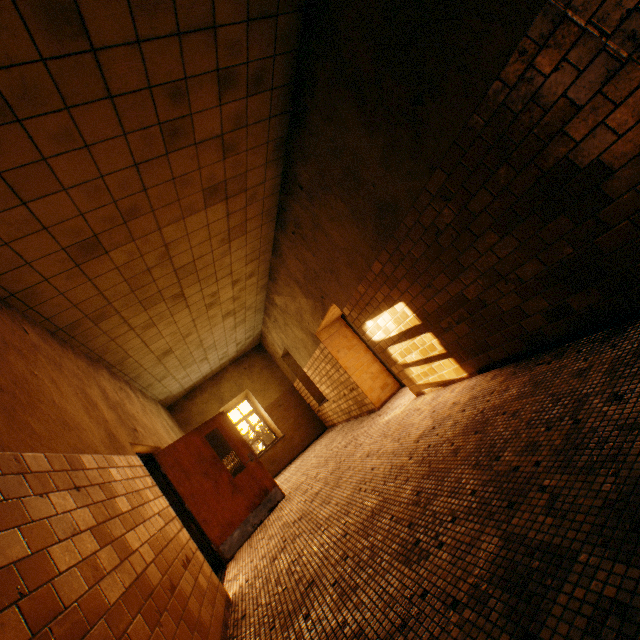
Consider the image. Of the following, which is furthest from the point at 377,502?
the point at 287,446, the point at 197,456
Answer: the point at 287,446

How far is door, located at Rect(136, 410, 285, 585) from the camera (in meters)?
5.21

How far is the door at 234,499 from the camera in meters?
5.2
